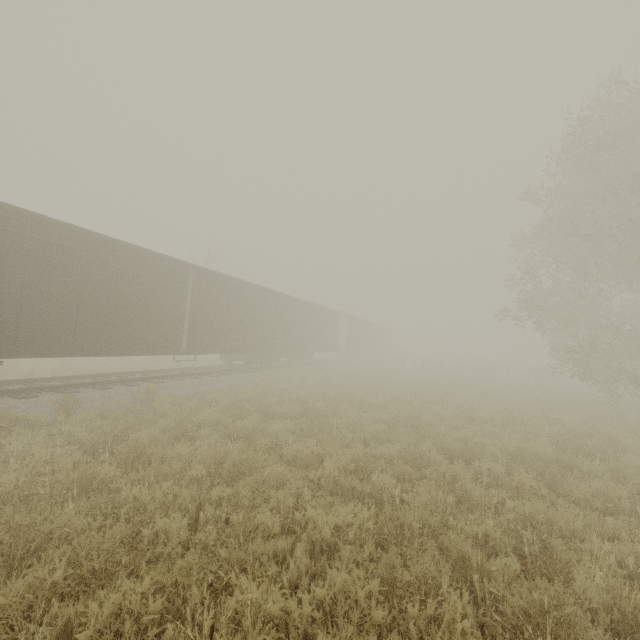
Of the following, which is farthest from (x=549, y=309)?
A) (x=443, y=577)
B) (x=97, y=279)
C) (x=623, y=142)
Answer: (x=97, y=279)
